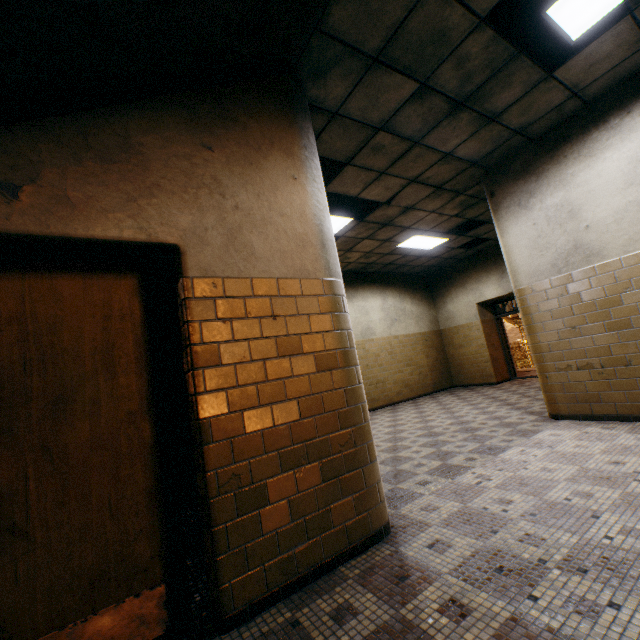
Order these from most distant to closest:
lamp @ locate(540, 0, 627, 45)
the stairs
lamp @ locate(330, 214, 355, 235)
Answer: lamp @ locate(330, 214, 355, 235), lamp @ locate(540, 0, 627, 45), the stairs

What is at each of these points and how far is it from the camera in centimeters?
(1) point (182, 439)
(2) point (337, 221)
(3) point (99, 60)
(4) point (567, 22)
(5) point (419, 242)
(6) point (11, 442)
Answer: (1) vent duct, 710cm
(2) lamp, 609cm
(3) stairs, 172cm
(4) lamp, 296cm
(5) lamp, 802cm
(6) door, 156cm

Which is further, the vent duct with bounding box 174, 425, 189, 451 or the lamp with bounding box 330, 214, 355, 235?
the vent duct with bounding box 174, 425, 189, 451

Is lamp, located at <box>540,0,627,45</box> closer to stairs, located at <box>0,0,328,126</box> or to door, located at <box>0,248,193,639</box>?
stairs, located at <box>0,0,328,126</box>

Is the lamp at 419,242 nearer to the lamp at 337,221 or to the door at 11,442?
the lamp at 337,221

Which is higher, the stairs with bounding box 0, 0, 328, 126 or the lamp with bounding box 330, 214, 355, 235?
the lamp with bounding box 330, 214, 355, 235

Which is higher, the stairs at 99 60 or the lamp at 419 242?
the lamp at 419 242

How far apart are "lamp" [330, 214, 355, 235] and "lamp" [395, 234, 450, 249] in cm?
203
